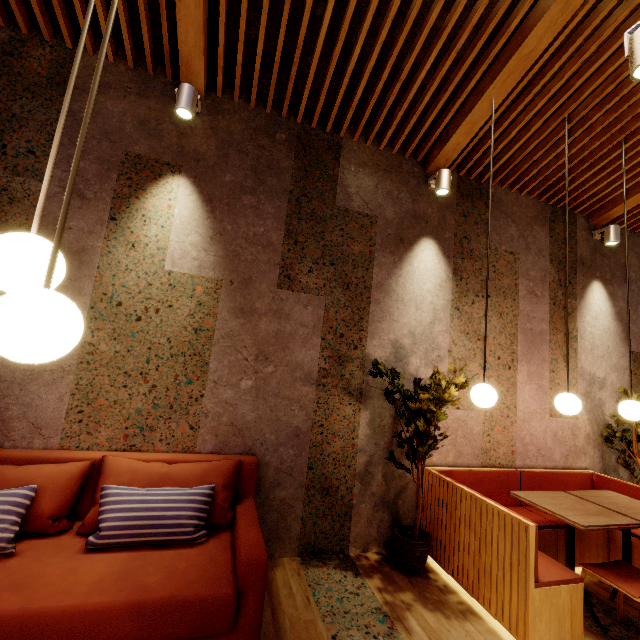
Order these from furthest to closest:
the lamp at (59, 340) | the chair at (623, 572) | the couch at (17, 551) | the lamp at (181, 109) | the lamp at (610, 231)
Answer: the lamp at (610, 231) < the lamp at (181, 109) < the chair at (623, 572) < the couch at (17, 551) < the lamp at (59, 340)

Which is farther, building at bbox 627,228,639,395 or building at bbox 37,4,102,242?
building at bbox 627,228,639,395

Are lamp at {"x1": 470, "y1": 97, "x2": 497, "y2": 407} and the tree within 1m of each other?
yes

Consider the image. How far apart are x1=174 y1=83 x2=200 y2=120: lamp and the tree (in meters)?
3.11

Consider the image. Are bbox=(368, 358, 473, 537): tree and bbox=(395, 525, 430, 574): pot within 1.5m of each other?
yes

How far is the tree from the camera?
2.90m

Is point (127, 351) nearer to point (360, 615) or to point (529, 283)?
point (360, 615)

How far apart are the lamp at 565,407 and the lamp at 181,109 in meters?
3.6
